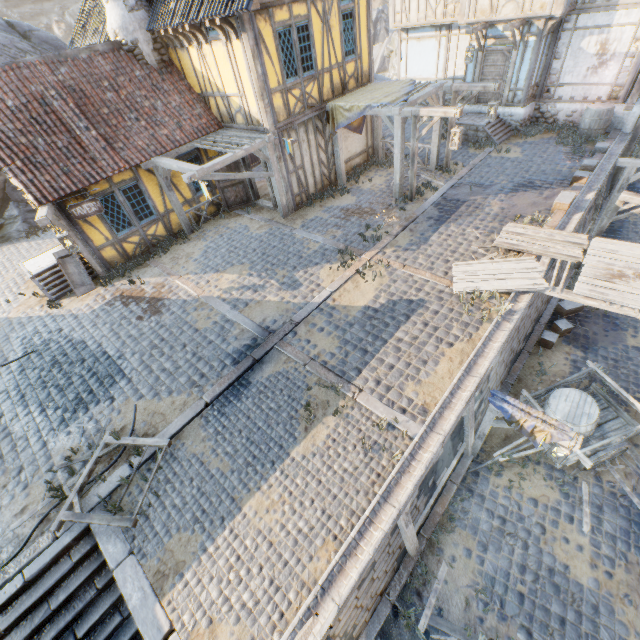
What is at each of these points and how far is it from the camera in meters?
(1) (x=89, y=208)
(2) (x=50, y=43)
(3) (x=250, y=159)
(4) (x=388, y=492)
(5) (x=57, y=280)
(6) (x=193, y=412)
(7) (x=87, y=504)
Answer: (1) sign, 9.8
(2) rock, 15.2
(3) building, 16.7
(4) stone gutter, 5.3
(5) stairs, 11.1
(6) stone blocks, 6.9
(7) stone blocks, 5.8

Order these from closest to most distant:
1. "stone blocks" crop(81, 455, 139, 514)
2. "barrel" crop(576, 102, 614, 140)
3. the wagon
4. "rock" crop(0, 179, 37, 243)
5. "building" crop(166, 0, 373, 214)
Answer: "stone blocks" crop(81, 455, 139, 514) < the wagon < "building" crop(166, 0, 373, 214) < "barrel" crop(576, 102, 614, 140) < "rock" crop(0, 179, 37, 243)

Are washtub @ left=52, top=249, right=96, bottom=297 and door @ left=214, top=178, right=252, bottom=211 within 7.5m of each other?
yes

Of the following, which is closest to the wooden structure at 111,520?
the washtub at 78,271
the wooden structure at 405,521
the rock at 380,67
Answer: the wooden structure at 405,521

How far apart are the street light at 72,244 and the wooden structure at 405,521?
10.3m

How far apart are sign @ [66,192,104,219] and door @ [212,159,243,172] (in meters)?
4.10

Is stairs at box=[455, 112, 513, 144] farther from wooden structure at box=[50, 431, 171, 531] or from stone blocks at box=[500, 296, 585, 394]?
wooden structure at box=[50, 431, 171, 531]

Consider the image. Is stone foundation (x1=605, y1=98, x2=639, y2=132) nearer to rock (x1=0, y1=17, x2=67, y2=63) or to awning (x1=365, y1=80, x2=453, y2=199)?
awning (x1=365, y1=80, x2=453, y2=199)
